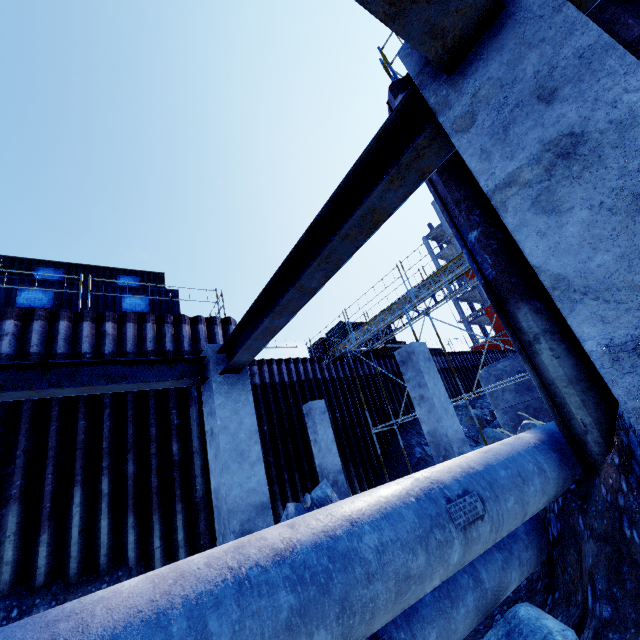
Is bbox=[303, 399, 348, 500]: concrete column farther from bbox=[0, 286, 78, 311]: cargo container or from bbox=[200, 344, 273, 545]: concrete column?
bbox=[200, 344, 273, 545]: concrete column

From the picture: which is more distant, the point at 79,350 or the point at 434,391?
the point at 79,350

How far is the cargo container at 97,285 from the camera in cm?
1163

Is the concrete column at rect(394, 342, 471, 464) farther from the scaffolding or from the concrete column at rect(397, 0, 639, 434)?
the concrete column at rect(397, 0, 639, 434)

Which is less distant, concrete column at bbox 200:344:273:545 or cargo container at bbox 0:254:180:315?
concrete column at bbox 200:344:273:545

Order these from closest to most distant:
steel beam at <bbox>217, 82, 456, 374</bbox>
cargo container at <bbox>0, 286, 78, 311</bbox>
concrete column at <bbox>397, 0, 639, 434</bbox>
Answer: concrete column at <bbox>397, 0, 639, 434</bbox> → steel beam at <bbox>217, 82, 456, 374</bbox> → cargo container at <bbox>0, 286, 78, 311</bbox>

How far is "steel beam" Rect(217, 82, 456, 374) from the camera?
2.2m

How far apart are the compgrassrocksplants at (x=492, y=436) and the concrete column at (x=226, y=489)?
15.4m
